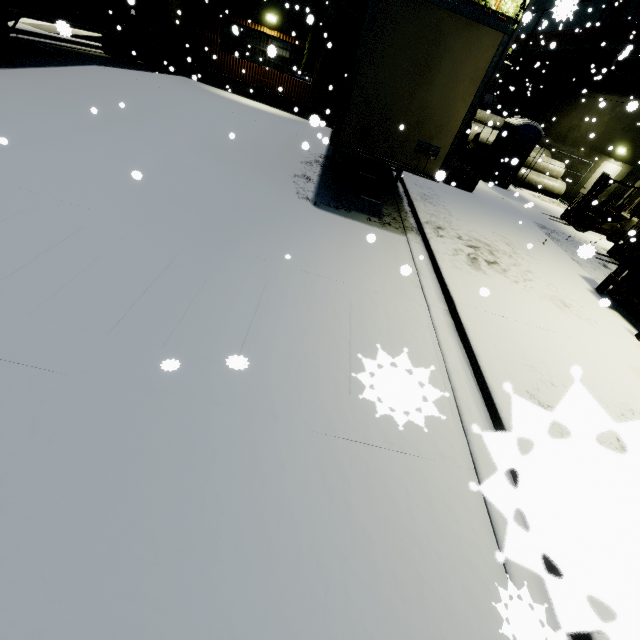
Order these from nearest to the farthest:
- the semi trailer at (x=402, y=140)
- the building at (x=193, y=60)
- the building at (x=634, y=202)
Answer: the semi trailer at (x=402, y=140) < the building at (x=634, y=202) < the building at (x=193, y=60)

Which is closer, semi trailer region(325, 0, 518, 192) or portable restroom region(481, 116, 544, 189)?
semi trailer region(325, 0, 518, 192)

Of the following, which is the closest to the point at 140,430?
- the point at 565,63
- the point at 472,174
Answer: the point at 472,174

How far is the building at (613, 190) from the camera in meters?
15.7

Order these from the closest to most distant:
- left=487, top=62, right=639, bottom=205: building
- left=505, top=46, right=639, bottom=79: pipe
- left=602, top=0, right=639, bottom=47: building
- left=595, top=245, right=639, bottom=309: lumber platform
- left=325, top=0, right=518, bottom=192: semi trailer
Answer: left=325, top=0, right=518, bottom=192: semi trailer, left=595, top=245, right=639, bottom=309: lumber platform, left=505, top=46, right=639, bottom=79: pipe, left=487, top=62, right=639, bottom=205: building, left=602, top=0, right=639, bottom=47: building

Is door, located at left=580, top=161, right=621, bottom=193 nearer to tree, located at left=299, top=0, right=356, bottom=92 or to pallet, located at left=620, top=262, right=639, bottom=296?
pallet, located at left=620, top=262, right=639, bottom=296

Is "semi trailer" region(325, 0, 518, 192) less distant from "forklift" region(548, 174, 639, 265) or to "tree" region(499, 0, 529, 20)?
"tree" region(499, 0, 529, 20)

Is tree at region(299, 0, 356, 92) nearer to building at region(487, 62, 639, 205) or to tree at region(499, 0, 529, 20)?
building at region(487, 62, 639, 205)
